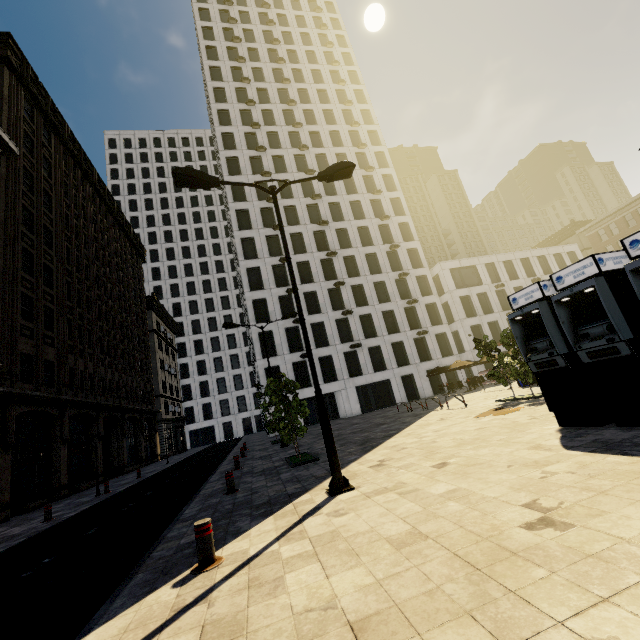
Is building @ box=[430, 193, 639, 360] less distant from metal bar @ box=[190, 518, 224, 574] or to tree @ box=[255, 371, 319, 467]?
tree @ box=[255, 371, 319, 467]

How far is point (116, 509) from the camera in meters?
11.2

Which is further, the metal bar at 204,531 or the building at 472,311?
the building at 472,311

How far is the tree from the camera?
11.2 meters

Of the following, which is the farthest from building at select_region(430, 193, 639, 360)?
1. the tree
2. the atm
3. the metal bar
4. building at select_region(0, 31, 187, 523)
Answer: the metal bar

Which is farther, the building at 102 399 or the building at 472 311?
the building at 472 311

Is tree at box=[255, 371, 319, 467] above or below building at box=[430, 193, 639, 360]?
below

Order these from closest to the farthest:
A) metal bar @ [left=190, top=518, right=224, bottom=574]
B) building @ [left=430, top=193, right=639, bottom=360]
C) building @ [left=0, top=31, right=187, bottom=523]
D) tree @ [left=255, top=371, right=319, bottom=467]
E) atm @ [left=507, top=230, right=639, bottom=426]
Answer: metal bar @ [left=190, top=518, right=224, bottom=574]
atm @ [left=507, top=230, right=639, bottom=426]
tree @ [left=255, top=371, right=319, bottom=467]
building @ [left=0, top=31, right=187, bottom=523]
building @ [left=430, top=193, right=639, bottom=360]
